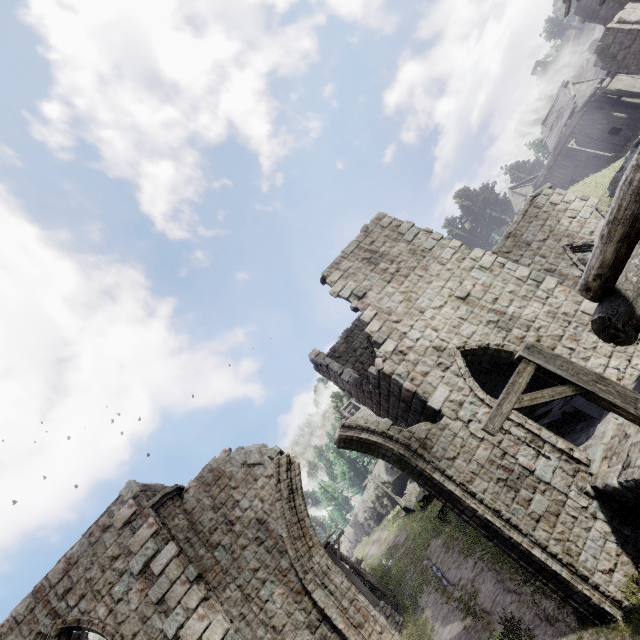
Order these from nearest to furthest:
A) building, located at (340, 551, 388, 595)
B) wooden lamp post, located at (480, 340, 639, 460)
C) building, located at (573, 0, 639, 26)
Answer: wooden lamp post, located at (480, 340, 639, 460) → building, located at (340, 551, 388, 595) → building, located at (573, 0, 639, 26)

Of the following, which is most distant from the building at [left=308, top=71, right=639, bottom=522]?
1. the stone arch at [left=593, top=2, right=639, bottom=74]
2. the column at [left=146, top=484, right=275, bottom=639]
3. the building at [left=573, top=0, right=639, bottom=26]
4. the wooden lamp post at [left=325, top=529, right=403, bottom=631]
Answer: the building at [left=573, top=0, right=639, bottom=26]

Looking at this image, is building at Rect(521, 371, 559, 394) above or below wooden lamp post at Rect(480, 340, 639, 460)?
below

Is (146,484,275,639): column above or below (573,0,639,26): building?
below

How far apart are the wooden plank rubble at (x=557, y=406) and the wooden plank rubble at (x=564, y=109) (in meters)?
38.17

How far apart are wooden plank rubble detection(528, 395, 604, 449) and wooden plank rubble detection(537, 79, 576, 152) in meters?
38.2

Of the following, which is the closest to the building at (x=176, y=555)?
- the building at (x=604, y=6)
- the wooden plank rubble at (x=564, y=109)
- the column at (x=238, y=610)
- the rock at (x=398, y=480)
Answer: the column at (x=238, y=610)

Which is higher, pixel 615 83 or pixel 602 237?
pixel 615 83
